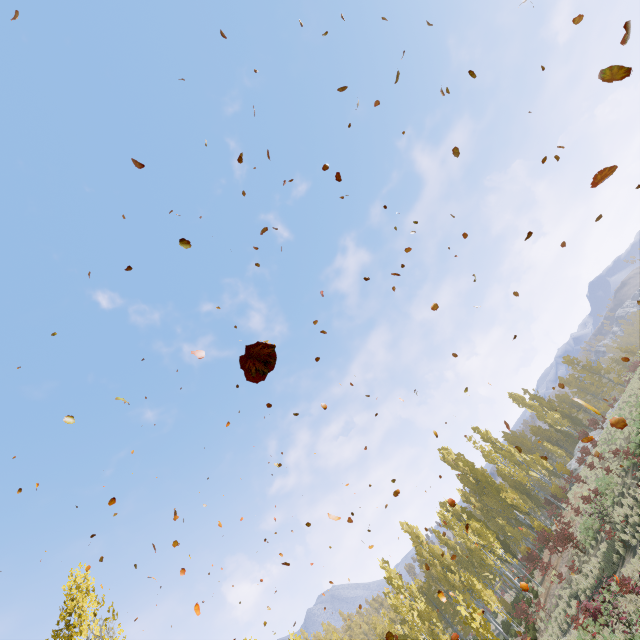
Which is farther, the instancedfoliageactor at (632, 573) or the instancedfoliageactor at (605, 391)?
the instancedfoliageactor at (605, 391)

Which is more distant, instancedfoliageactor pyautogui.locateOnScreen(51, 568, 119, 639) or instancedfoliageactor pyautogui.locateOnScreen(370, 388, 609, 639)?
instancedfoliageactor pyautogui.locateOnScreen(370, 388, 609, 639)

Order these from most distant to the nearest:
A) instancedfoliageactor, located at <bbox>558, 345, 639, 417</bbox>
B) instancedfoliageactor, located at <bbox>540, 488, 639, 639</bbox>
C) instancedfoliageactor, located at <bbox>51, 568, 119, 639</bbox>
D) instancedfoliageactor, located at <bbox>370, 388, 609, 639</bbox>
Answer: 1. instancedfoliageactor, located at <bbox>558, 345, 639, 417</bbox>
2. instancedfoliageactor, located at <bbox>370, 388, 609, 639</bbox>
3. instancedfoliageactor, located at <bbox>540, 488, 639, 639</bbox>
4. instancedfoliageactor, located at <bbox>51, 568, 119, 639</bbox>

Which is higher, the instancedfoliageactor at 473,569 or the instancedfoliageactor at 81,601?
the instancedfoliageactor at 81,601

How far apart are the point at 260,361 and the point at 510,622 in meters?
33.6 m
